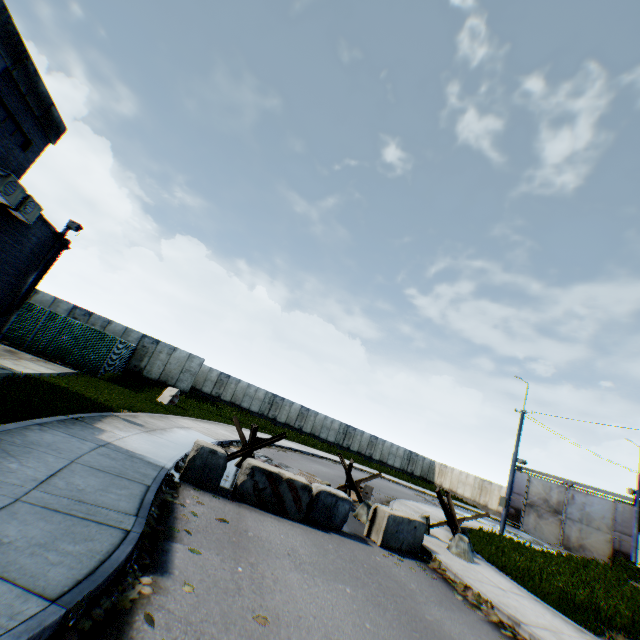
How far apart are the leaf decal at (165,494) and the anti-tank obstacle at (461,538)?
8.6 meters

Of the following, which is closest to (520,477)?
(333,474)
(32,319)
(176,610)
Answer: (333,474)

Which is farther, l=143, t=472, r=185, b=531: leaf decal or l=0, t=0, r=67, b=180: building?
l=0, t=0, r=67, b=180: building

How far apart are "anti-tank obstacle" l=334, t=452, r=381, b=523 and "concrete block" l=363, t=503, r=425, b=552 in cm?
170

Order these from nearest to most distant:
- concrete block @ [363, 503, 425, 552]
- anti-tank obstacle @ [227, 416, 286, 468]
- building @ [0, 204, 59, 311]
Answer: concrete block @ [363, 503, 425, 552] → building @ [0, 204, 59, 311] → anti-tank obstacle @ [227, 416, 286, 468]

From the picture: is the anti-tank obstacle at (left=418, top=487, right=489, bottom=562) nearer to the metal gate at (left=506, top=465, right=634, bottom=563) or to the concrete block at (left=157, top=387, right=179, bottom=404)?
the concrete block at (left=157, top=387, right=179, bottom=404)

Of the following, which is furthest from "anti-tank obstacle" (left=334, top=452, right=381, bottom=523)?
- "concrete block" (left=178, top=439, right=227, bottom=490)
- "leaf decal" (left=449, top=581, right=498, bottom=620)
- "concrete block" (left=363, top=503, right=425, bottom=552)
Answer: "concrete block" (left=178, top=439, right=227, bottom=490)

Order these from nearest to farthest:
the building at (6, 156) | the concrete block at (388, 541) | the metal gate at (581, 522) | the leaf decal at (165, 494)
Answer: the leaf decal at (165, 494), the building at (6, 156), the concrete block at (388, 541), the metal gate at (581, 522)
